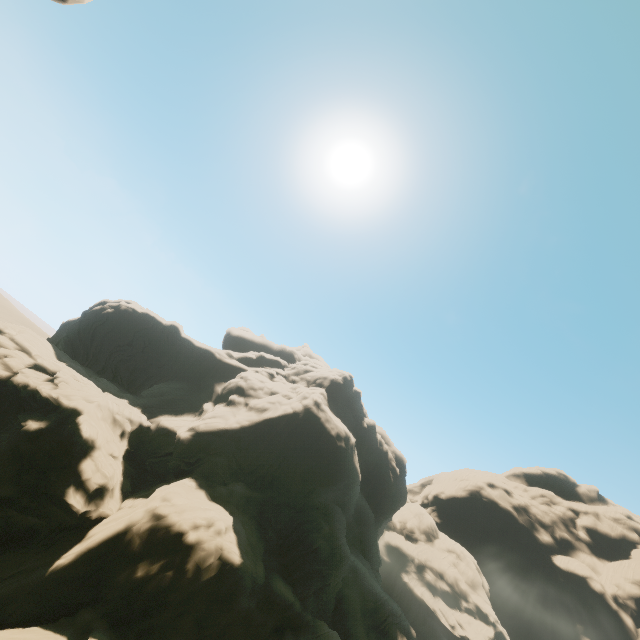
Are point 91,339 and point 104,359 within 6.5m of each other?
yes
